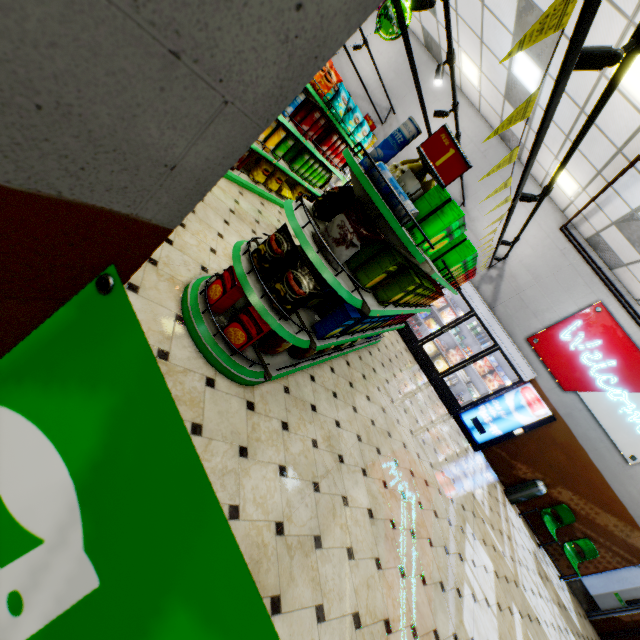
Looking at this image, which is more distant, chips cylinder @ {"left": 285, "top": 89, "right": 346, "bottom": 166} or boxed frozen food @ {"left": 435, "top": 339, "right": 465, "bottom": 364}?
boxed frozen food @ {"left": 435, "top": 339, "right": 465, "bottom": 364}

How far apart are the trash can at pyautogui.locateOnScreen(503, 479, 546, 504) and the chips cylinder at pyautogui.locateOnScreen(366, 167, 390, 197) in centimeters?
912cm

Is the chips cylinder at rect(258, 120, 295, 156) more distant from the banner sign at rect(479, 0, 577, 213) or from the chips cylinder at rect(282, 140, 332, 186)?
the banner sign at rect(479, 0, 577, 213)

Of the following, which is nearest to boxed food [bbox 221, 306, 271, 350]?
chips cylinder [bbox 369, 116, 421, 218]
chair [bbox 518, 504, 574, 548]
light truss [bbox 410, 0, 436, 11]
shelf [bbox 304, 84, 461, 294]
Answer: shelf [bbox 304, 84, 461, 294]

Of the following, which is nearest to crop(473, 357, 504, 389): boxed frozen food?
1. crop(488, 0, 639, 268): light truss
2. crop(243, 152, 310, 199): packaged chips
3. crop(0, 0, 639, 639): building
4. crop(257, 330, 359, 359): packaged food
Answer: crop(0, 0, 639, 639): building

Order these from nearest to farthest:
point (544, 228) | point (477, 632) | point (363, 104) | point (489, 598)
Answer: point (477, 632) < point (489, 598) < point (544, 228) < point (363, 104)

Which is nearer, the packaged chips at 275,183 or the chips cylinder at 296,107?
the chips cylinder at 296,107

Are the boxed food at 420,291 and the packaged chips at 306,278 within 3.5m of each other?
yes
